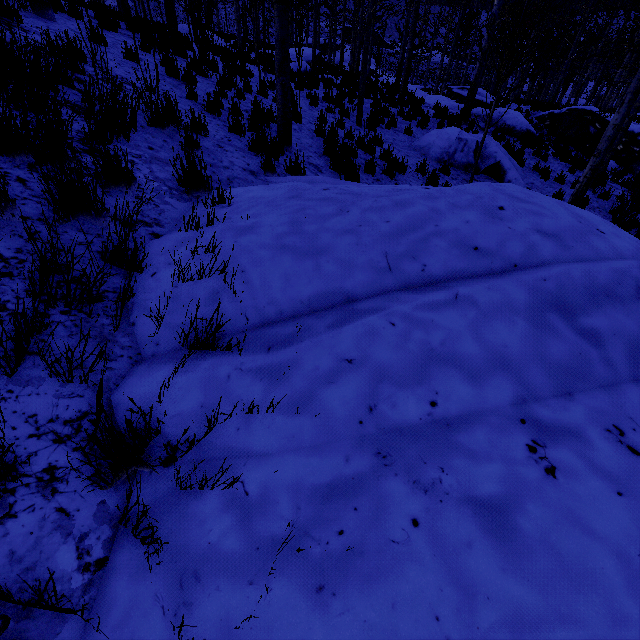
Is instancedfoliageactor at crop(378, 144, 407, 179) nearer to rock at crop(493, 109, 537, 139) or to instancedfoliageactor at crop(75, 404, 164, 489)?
rock at crop(493, 109, 537, 139)

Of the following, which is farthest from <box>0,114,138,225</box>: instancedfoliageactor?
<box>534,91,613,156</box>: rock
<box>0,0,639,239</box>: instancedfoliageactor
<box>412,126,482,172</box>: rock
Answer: <box>534,91,613,156</box>: rock

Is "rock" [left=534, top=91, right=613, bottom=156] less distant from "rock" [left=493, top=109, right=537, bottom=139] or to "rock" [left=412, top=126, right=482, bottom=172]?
"rock" [left=493, top=109, right=537, bottom=139]

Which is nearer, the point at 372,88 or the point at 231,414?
the point at 231,414

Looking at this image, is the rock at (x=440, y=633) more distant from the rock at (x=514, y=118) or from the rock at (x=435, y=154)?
the rock at (x=514, y=118)

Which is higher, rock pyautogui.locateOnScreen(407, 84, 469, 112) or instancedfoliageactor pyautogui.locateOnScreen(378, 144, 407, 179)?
rock pyautogui.locateOnScreen(407, 84, 469, 112)

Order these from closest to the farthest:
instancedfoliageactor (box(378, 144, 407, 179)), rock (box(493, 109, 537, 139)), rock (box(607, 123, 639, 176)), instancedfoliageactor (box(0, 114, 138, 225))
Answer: instancedfoliageactor (box(0, 114, 138, 225)) → instancedfoliageactor (box(378, 144, 407, 179)) → rock (box(493, 109, 537, 139)) → rock (box(607, 123, 639, 176))

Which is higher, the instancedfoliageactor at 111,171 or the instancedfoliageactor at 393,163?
the instancedfoliageactor at 111,171
